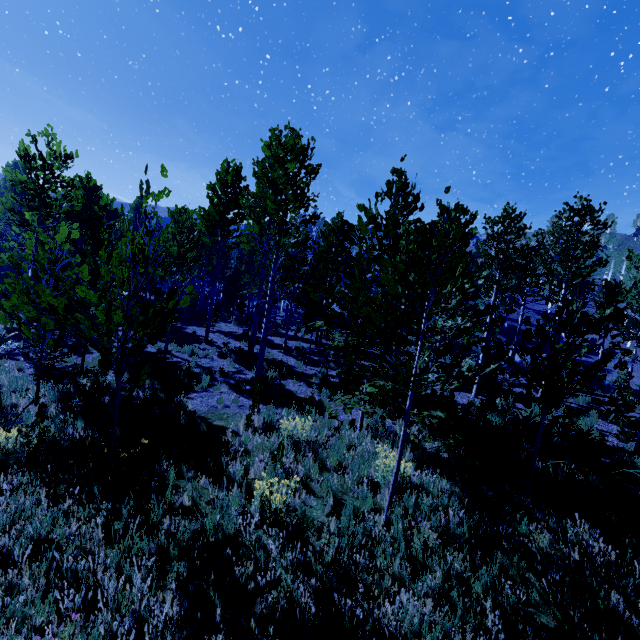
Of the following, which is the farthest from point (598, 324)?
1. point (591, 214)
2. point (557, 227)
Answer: point (557, 227)
